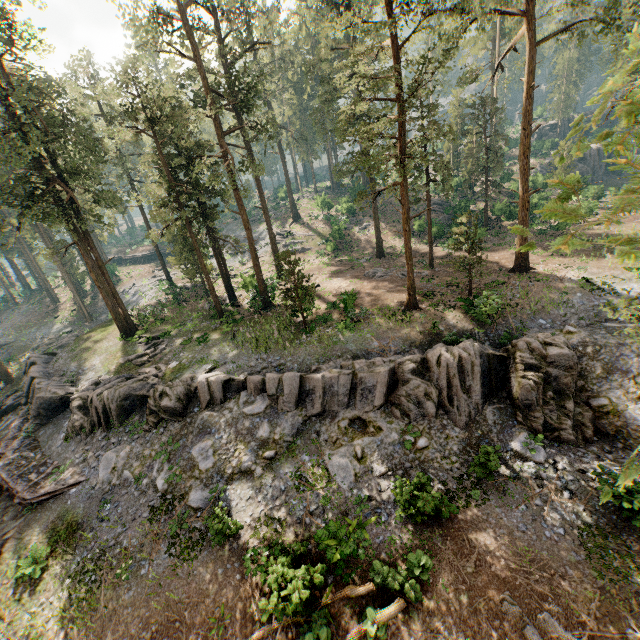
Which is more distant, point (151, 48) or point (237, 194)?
point (237, 194)

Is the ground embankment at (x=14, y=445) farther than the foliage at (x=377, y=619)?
Yes

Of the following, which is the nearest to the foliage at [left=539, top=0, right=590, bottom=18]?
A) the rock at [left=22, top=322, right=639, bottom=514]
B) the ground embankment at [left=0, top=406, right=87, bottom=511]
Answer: the rock at [left=22, top=322, right=639, bottom=514]

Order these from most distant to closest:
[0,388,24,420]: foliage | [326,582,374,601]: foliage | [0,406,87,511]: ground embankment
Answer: [0,388,24,420]: foliage, [0,406,87,511]: ground embankment, [326,582,374,601]: foliage

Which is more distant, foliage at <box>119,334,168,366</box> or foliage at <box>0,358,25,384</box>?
foliage at <box>0,358,25,384</box>

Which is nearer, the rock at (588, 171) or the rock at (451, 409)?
the rock at (451, 409)

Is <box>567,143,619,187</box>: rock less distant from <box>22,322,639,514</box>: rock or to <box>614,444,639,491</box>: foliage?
<box>614,444,639,491</box>: foliage
